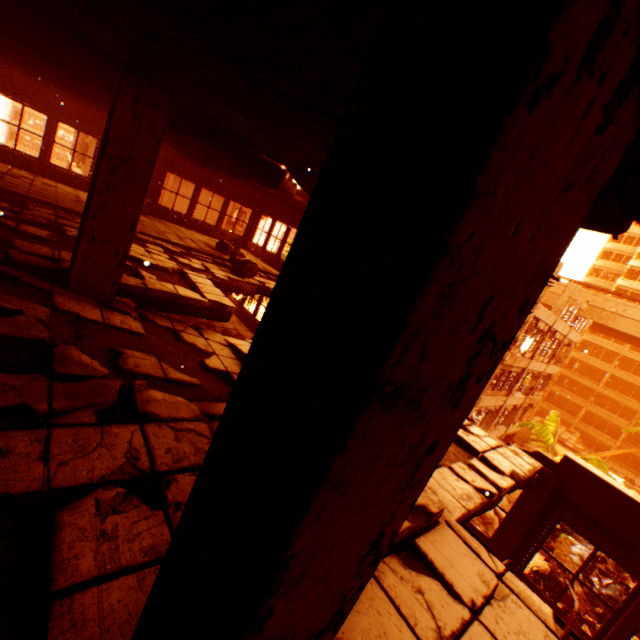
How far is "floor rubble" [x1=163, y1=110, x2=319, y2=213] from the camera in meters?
5.0 m

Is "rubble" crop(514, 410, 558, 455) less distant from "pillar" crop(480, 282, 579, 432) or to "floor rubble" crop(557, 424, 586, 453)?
"pillar" crop(480, 282, 579, 432)

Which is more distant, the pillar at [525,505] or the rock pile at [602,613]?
the rock pile at [602,613]

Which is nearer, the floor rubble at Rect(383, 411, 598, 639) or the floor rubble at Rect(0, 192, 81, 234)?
the floor rubble at Rect(383, 411, 598, 639)

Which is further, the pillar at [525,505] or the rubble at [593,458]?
the rubble at [593,458]

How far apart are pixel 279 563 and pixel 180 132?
6.51m

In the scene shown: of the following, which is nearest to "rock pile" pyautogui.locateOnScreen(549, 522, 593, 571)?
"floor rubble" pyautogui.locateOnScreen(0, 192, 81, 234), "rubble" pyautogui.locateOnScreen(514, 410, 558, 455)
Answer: "rubble" pyautogui.locateOnScreen(514, 410, 558, 455)

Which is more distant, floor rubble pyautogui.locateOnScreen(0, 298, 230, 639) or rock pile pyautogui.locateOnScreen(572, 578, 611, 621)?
rock pile pyautogui.locateOnScreen(572, 578, 611, 621)
